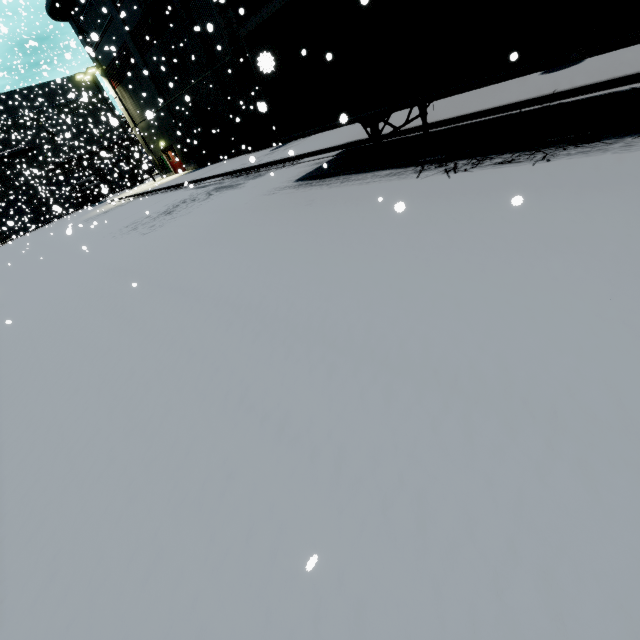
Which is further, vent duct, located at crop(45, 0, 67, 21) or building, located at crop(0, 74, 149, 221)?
building, located at crop(0, 74, 149, 221)

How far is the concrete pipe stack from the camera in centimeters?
3994cm

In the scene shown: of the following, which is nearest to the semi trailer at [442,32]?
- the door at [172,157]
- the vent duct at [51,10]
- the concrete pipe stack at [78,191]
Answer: the concrete pipe stack at [78,191]

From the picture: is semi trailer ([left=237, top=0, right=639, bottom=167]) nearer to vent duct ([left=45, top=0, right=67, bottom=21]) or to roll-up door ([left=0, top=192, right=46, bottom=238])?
roll-up door ([left=0, top=192, right=46, bottom=238])

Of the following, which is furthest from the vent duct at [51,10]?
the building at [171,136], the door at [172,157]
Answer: the door at [172,157]

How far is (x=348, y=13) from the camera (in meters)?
6.41

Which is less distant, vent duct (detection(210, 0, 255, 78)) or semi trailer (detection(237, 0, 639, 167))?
semi trailer (detection(237, 0, 639, 167))
